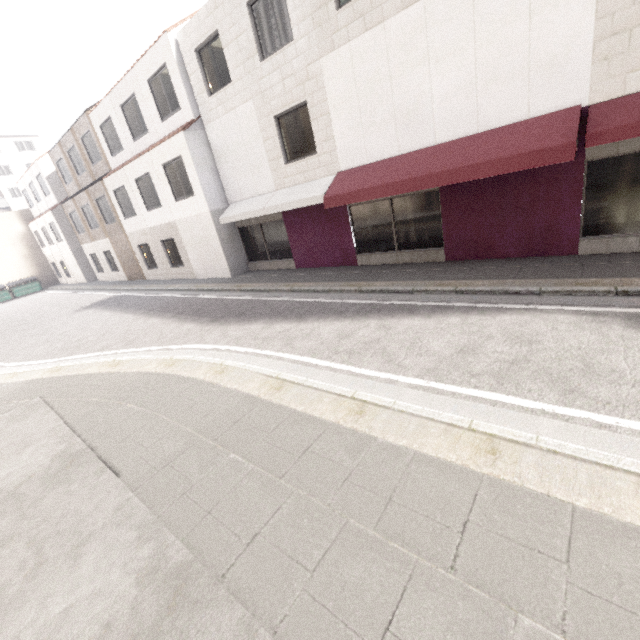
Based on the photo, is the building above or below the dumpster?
above

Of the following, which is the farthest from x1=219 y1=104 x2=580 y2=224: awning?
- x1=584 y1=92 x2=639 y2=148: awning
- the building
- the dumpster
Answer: the building

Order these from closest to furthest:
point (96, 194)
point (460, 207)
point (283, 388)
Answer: point (283, 388), point (460, 207), point (96, 194)

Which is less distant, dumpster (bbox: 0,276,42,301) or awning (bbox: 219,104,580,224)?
awning (bbox: 219,104,580,224)

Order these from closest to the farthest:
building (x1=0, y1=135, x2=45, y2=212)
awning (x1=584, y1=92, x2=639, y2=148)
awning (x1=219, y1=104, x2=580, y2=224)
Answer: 1. awning (x1=584, y1=92, x2=639, y2=148)
2. awning (x1=219, y1=104, x2=580, y2=224)
3. building (x1=0, y1=135, x2=45, y2=212)

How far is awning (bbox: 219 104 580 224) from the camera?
A: 6.3m

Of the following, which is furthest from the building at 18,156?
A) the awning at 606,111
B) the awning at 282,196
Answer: the awning at 606,111

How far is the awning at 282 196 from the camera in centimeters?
627cm
